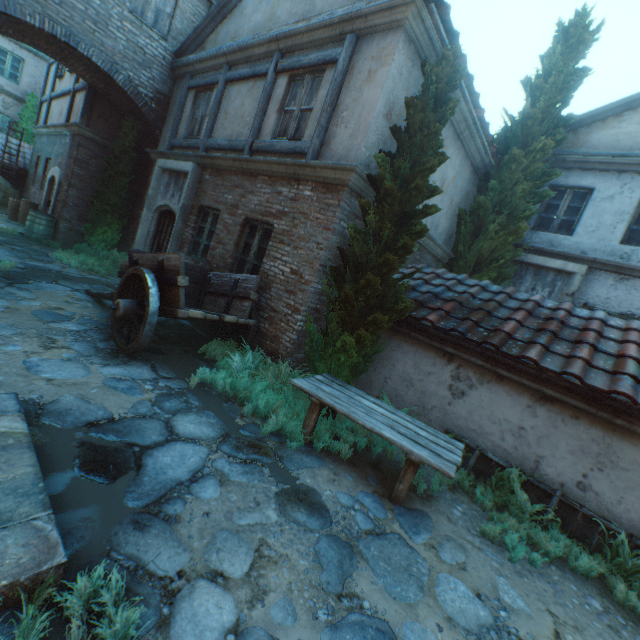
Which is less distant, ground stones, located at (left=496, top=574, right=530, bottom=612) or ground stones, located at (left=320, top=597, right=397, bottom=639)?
ground stones, located at (left=320, top=597, right=397, bottom=639)

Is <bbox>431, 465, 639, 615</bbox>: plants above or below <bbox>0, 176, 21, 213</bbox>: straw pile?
below

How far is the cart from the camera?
4.8m

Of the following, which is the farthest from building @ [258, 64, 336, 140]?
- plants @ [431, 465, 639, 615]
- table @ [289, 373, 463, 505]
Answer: plants @ [431, 465, 639, 615]

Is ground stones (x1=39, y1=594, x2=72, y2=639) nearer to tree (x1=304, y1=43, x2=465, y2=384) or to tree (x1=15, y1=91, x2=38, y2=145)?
tree (x1=304, y1=43, x2=465, y2=384)

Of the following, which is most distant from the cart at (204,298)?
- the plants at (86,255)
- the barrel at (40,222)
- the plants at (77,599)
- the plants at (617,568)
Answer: the barrel at (40,222)

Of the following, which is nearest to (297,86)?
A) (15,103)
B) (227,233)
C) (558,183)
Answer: (227,233)

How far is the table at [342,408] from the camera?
3.64m
